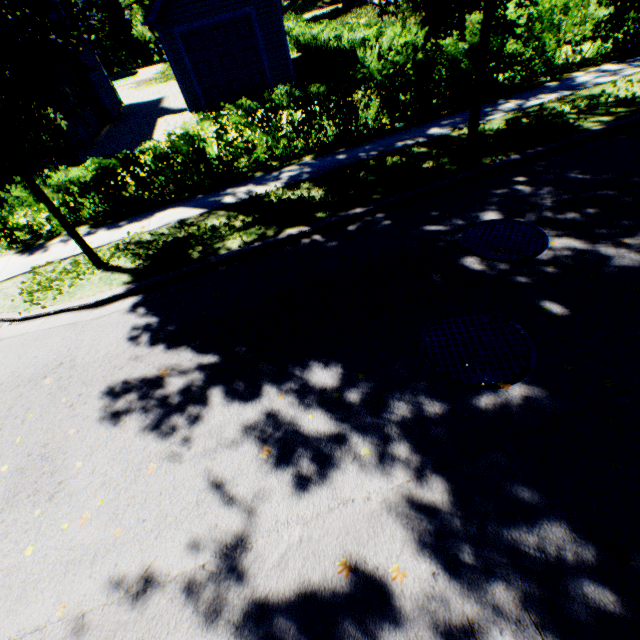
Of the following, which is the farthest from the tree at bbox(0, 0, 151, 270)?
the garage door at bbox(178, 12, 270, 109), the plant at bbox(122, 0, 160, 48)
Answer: the garage door at bbox(178, 12, 270, 109)

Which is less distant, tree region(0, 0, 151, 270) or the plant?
tree region(0, 0, 151, 270)

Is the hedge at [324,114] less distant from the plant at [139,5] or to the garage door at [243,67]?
the garage door at [243,67]

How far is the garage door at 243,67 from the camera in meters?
13.6 m

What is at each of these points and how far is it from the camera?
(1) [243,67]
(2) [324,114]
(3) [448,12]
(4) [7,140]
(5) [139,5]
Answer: (1) garage door, 14.6 meters
(2) hedge, 7.9 meters
(3) tree, 5.2 meters
(4) tree, 4.8 meters
(5) plant, 34.5 meters

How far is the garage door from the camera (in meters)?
13.55

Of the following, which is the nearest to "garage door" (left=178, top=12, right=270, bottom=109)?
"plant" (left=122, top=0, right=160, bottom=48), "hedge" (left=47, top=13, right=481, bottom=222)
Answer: "hedge" (left=47, top=13, right=481, bottom=222)

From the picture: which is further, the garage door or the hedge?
the garage door
